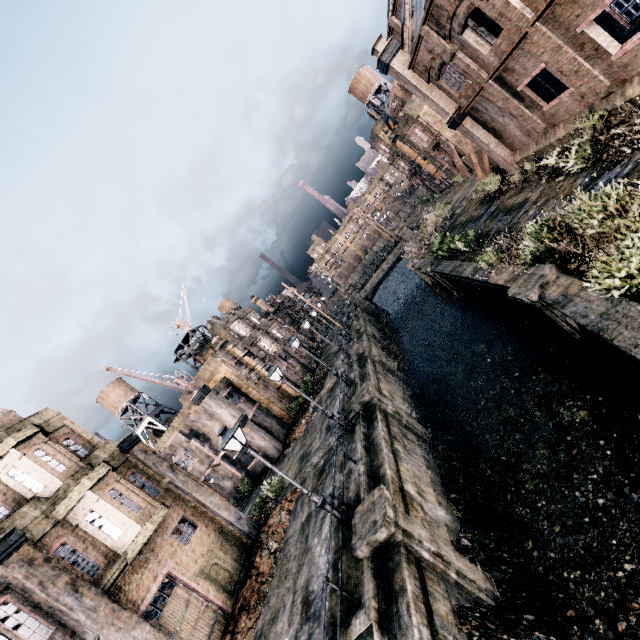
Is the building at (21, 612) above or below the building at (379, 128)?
below

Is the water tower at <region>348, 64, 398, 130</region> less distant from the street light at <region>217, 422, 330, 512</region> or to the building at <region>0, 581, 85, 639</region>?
the street light at <region>217, 422, 330, 512</region>

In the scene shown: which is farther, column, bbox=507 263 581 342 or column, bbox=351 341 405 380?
column, bbox=351 341 405 380

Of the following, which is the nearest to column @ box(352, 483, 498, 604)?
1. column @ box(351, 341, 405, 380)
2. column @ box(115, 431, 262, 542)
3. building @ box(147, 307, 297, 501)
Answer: column @ box(115, 431, 262, 542)

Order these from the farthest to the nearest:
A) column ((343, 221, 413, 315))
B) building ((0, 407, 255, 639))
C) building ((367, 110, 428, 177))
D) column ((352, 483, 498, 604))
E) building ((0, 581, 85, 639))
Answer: building ((367, 110, 428, 177)), column ((343, 221, 413, 315)), building ((0, 407, 255, 639)), building ((0, 581, 85, 639)), column ((352, 483, 498, 604))

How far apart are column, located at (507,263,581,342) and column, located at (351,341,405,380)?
14.8m

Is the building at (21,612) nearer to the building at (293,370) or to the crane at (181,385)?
the crane at (181,385)

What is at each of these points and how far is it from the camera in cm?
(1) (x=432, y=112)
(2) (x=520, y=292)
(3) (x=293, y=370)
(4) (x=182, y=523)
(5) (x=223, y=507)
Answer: (1) building, 4091
(2) column, 1196
(3) building, 4253
(4) building, 1711
(5) column, 1873
